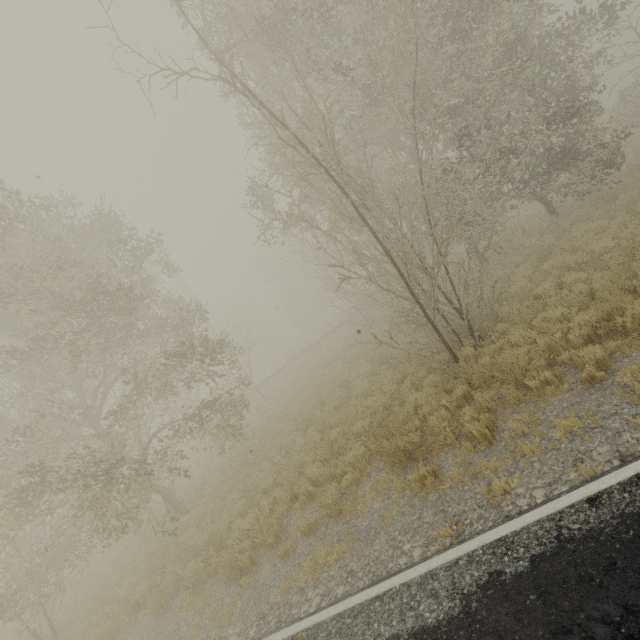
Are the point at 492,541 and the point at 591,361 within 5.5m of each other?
yes

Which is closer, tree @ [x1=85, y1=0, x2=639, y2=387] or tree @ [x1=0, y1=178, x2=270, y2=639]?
tree @ [x1=85, y1=0, x2=639, y2=387]

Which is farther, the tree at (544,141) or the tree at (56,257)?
the tree at (56,257)
